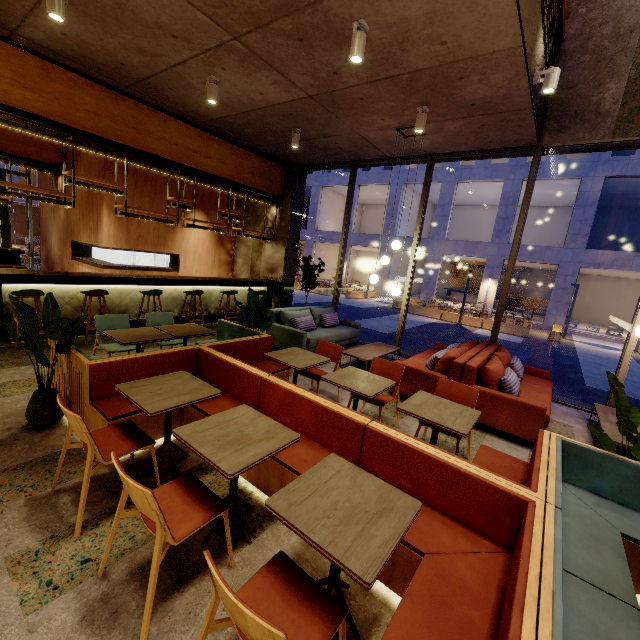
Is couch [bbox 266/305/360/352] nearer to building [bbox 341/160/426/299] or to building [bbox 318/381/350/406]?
building [bbox 318/381/350/406]

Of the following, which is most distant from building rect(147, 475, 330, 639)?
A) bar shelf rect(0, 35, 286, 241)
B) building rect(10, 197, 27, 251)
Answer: building rect(10, 197, 27, 251)

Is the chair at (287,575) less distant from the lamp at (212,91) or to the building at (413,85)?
the building at (413,85)

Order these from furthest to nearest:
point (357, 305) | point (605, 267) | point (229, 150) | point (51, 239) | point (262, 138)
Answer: point (357, 305) < point (605, 267) < point (51, 239) < point (229, 150) < point (262, 138)

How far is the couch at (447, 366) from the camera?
4.2m

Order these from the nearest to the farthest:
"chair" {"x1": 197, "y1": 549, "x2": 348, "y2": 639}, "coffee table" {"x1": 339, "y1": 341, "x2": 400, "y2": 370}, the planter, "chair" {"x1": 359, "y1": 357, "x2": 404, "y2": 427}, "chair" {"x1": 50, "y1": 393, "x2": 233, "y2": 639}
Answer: "chair" {"x1": 197, "y1": 549, "x2": 348, "y2": 639} → "chair" {"x1": 50, "y1": 393, "x2": 233, "y2": 639} → "chair" {"x1": 359, "y1": 357, "x2": 404, "y2": 427} → "coffee table" {"x1": 339, "y1": 341, "x2": 400, "y2": 370} → the planter

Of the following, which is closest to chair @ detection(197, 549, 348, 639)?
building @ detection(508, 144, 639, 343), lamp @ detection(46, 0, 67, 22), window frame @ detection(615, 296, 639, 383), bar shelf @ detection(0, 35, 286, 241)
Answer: window frame @ detection(615, 296, 639, 383)

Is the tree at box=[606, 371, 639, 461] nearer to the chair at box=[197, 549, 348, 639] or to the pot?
the chair at box=[197, 549, 348, 639]
